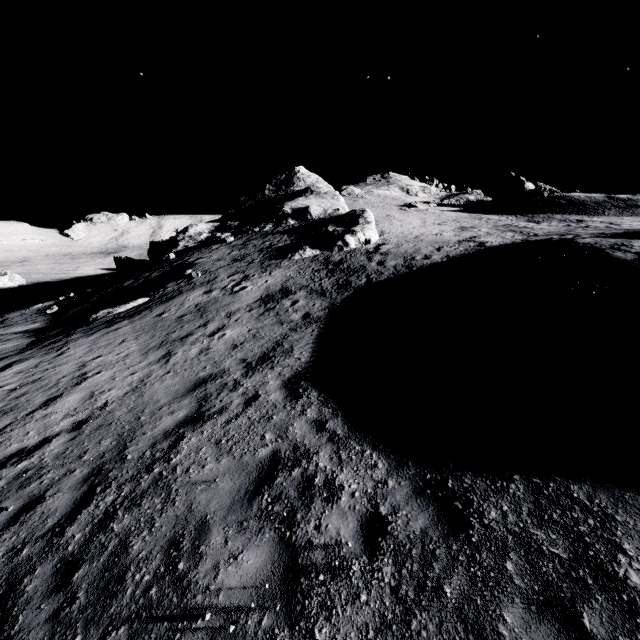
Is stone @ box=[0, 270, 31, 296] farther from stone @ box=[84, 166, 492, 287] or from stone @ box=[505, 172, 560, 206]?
stone @ box=[505, 172, 560, 206]

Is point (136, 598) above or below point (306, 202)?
below

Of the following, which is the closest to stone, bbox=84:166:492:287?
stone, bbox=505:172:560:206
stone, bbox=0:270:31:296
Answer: stone, bbox=505:172:560:206

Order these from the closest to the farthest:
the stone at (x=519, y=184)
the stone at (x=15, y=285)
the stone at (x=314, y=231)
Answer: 1. the stone at (x=314, y=231)
2. the stone at (x=519, y=184)
3. the stone at (x=15, y=285)

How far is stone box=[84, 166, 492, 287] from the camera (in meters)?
23.86

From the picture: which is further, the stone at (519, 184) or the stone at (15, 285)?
the stone at (15, 285)
